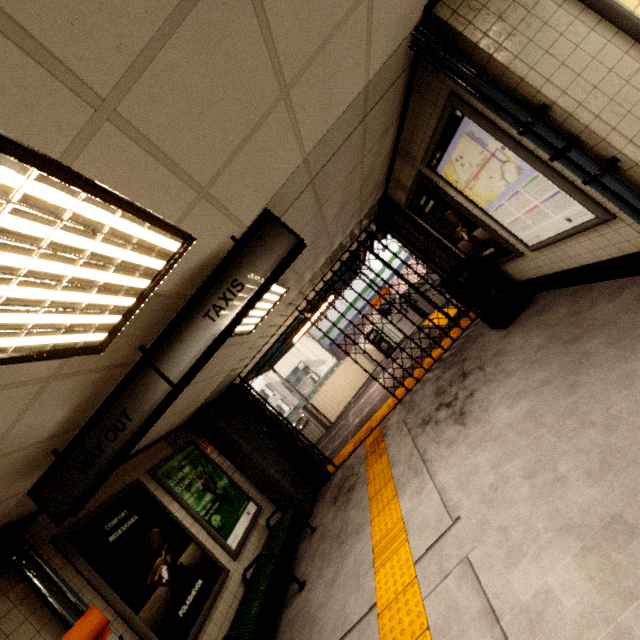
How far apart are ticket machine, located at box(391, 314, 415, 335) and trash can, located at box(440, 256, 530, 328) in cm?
626

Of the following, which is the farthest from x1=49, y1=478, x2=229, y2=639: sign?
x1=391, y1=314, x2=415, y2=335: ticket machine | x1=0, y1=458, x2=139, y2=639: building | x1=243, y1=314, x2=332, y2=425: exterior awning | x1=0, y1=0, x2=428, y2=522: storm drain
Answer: x1=391, y1=314, x2=415, y2=335: ticket machine

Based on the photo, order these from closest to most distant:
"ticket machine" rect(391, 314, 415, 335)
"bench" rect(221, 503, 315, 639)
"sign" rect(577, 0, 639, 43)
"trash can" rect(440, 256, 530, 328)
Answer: "sign" rect(577, 0, 639, 43)
"bench" rect(221, 503, 315, 639)
"trash can" rect(440, 256, 530, 328)
"ticket machine" rect(391, 314, 415, 335)

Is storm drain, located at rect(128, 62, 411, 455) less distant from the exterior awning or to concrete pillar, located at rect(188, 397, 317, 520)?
concrete pillar, located at rect(188, 397, 317, 520)

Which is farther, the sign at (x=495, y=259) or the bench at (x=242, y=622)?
the sign at (x=495, y=259)

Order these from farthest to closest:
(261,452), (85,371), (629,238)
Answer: (261,452)
(629,238)
(85,371)

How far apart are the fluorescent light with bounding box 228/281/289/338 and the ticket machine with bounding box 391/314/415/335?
7.27m

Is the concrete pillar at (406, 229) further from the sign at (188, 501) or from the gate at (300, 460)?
the sign at (188, 501)
